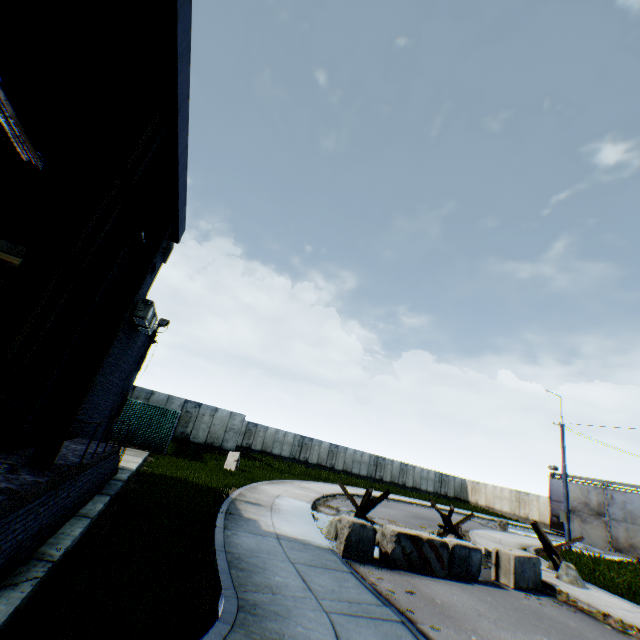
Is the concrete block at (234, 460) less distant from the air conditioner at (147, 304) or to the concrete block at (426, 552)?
the concrete block at (426, 552)

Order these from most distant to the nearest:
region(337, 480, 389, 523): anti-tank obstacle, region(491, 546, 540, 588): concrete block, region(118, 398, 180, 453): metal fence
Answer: region(118, 398, 180, 453): metal fence < region(337, 480, 389, 523): anti-tank obstacle < region(491, 546, 540, 588): concrete block

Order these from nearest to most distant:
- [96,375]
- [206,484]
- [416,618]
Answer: [96,375], [416,618], [206,484]

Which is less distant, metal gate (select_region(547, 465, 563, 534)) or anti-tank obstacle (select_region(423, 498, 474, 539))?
anti-tank obstacle (select_region(423, 498, 474, 539))

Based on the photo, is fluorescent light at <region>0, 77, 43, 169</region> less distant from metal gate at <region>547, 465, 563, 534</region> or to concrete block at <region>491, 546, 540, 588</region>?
concrete block at <region>491, 546, 540, 588</region>

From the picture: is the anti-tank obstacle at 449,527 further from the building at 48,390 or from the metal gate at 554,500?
the metal gate at 554,500

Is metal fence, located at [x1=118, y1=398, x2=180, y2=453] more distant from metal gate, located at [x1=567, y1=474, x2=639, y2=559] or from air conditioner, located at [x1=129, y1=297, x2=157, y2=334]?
metal gate, located at [x1=567, y1=474, x2=639, y2=559]

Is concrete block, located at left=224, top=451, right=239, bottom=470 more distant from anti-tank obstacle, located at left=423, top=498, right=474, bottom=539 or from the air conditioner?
the air conditioner
